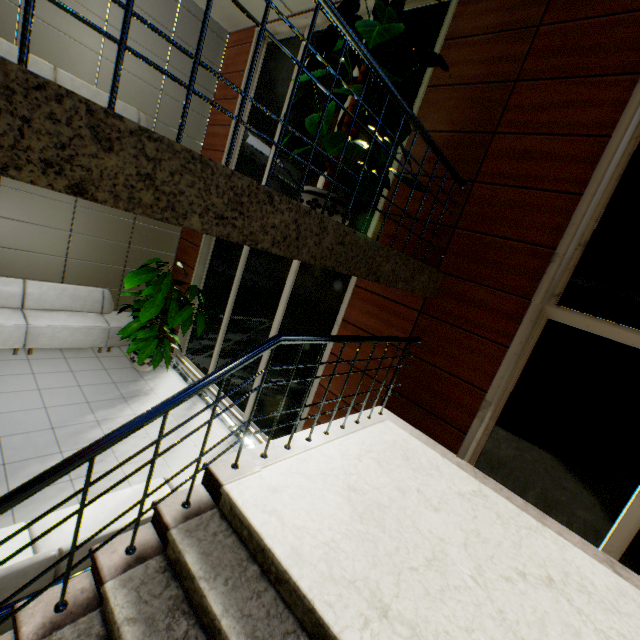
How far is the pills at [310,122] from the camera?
2.9 meters

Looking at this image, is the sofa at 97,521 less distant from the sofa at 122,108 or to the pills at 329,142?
the pills at 329,142

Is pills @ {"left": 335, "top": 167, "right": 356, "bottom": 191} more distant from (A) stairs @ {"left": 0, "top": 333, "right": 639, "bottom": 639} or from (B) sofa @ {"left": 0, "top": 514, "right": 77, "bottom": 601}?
(B) sofa @ {"left": 0, "top": 514, "right": 77, "bottom": 601}

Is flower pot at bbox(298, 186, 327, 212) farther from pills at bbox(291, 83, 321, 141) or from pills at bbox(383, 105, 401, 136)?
pills at bbox(383, 105, 401, 136)

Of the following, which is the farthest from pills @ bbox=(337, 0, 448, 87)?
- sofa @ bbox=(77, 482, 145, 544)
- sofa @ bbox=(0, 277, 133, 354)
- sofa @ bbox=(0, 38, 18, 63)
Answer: sofa @ bbox=(0, 277, 133, 354)

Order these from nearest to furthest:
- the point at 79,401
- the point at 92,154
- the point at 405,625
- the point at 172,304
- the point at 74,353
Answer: the point at 92,154 < the point at 405,625 < the point at 79,401 < the point at 172,304 < the point at 74,353

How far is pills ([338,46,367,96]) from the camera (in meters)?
2.87

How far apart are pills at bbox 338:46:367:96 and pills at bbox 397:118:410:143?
0.2m
